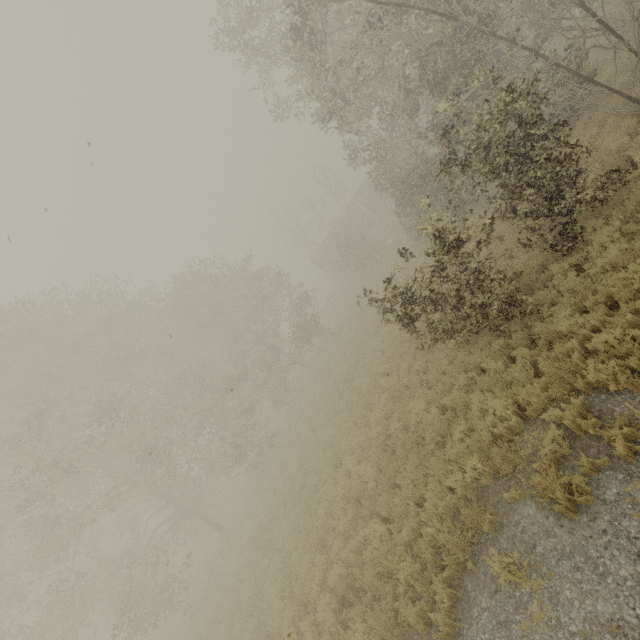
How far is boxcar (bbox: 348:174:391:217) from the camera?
36.5m

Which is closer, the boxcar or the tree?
the tree

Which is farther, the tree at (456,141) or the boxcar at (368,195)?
the boxcar at (368,195)

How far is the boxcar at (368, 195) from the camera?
36.47m

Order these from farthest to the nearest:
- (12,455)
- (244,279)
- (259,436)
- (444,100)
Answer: (259,436)
(244,279)
(12,455)
(444,100)
